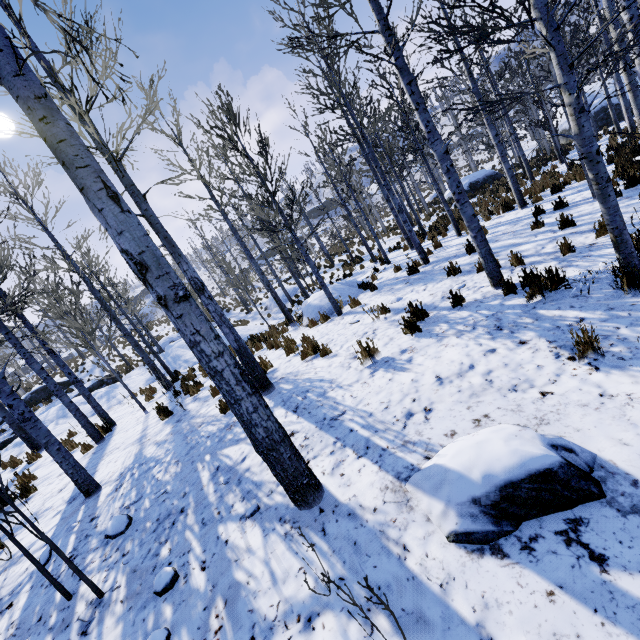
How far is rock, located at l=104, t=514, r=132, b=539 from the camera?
3.8m

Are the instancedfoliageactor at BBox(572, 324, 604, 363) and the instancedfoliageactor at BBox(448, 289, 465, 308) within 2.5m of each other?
yes

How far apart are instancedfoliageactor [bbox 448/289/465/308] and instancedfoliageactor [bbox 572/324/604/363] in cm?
198

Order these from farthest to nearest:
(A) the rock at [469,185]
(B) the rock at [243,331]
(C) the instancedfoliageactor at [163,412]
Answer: (A) the rock at [469,185] → (B) the rock at [243,331] → (C) the instancedfoliageactor at [163,412]

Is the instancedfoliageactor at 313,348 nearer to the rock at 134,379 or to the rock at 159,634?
the rock at 134,379

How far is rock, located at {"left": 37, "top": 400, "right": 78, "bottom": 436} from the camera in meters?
12.4

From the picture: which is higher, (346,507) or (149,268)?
(149,268)

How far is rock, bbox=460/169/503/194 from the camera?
23.73m
